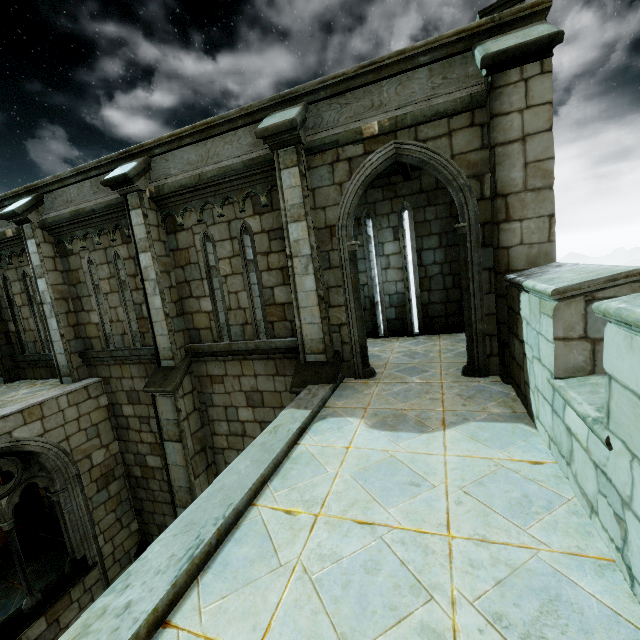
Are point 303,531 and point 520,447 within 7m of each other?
yes
